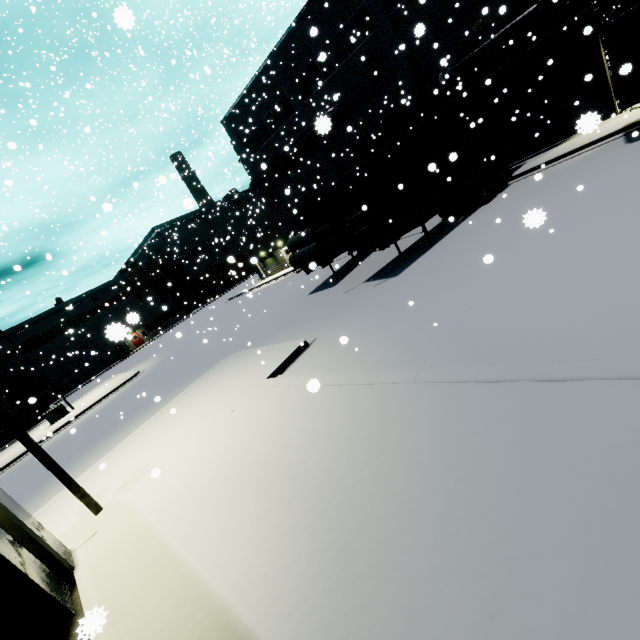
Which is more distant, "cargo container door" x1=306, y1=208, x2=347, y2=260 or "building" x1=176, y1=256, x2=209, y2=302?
"building" x1=176, y1=256, x2=209, y2=302

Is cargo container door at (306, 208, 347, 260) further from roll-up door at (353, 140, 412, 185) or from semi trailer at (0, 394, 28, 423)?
roll-up door at (353, 140, 412, 185)

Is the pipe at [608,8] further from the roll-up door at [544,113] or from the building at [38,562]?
the roll-up door at [544,113]

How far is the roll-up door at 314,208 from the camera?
28.7 meters

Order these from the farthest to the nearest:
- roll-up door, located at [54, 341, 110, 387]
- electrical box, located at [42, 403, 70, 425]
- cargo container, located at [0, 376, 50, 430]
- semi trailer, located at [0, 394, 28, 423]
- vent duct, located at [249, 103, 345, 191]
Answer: roll-up door, located at [54, 341, 110, 387], cargo container, located at [0, 376, 50, 430], semi trailer, located at [0, 394, 28, 423], electrical box, located at [42, 403, 70, 425], vent duct, located at [249, 103, 345, 191]

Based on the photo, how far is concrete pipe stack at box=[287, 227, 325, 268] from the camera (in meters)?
16.30

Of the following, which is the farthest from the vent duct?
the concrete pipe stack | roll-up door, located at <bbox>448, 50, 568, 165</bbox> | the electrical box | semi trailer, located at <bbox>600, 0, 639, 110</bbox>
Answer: the electrical box

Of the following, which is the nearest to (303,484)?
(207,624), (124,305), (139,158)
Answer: (207,624)
